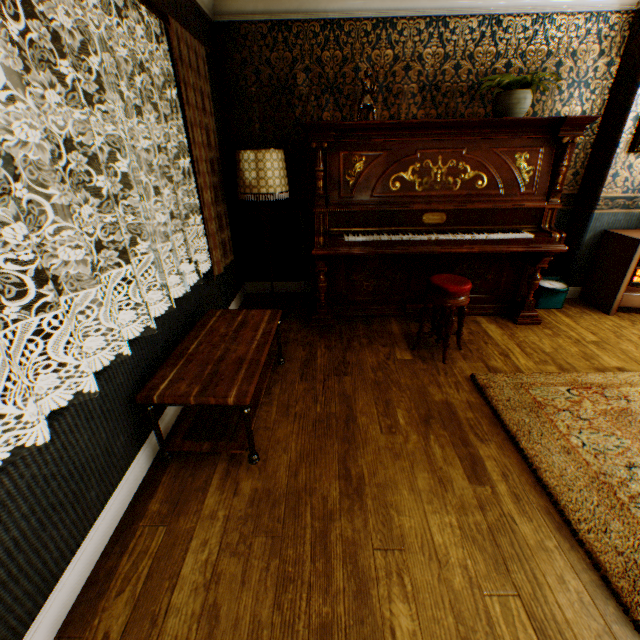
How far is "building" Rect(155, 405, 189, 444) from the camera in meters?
2.2 m

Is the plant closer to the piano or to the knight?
the piano

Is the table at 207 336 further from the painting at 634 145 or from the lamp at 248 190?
the painting at 634 145

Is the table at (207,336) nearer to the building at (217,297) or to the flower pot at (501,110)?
the building at (217,297)

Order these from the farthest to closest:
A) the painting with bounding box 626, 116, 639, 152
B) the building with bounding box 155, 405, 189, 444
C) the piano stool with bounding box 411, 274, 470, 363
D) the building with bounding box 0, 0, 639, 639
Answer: the painting with bounding box 626, 116, 639, 152
the piano stool with bounding box 411, 274, 470, 363
the building with bounding box 155, 405, 189, 444
the building with bounding box 0, 0, 639, 639

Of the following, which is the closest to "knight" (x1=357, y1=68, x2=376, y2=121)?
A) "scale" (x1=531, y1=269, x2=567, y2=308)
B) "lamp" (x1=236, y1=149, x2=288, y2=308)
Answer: "lamp" (x1=236, y1=149, x2=288, y2=308)

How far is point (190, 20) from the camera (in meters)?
2.79

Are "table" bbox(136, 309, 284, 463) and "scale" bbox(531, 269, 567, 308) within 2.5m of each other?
no
